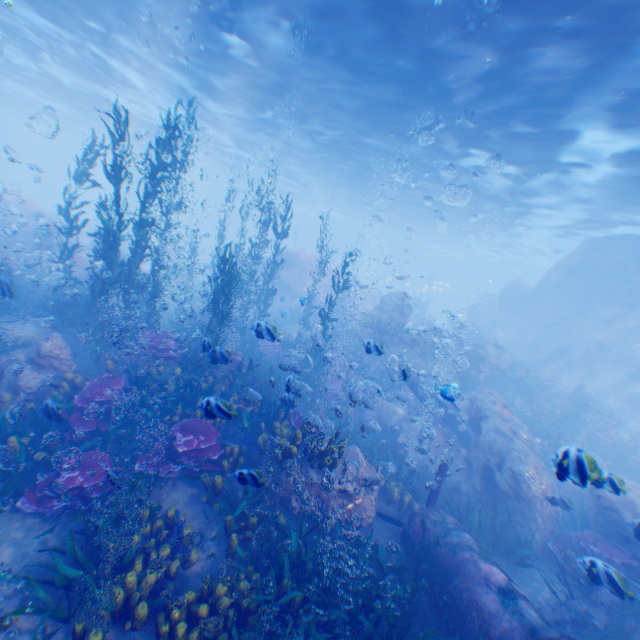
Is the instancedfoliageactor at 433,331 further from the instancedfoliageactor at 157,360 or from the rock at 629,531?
the instancedfoliageactor at 157,360

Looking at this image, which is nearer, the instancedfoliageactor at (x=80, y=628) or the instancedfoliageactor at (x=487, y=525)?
the instancedfoliageactor at (x=80, y=628)

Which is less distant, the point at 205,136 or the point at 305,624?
the point at 305,624

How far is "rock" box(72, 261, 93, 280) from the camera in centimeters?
1563cm

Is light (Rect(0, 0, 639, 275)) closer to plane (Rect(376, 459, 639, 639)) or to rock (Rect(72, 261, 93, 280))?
rock (Rect(72, 261, 93, 280))

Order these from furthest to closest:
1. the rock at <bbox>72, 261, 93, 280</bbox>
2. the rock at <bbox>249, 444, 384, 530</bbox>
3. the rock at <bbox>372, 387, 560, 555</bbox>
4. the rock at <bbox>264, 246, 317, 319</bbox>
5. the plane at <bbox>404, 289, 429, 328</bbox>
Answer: the plane at <bbox>404, 289, 429, 328</bbox> < the rock at <bbox>264, 246, 317, 319</bbox> < the rock at <bbox>72, 261, 93, 280</bbox> < the rock at <bbox>372, 387, 560, 555</bbox> < the rock at <bbox>249, 444, 384, 530</bbox>
